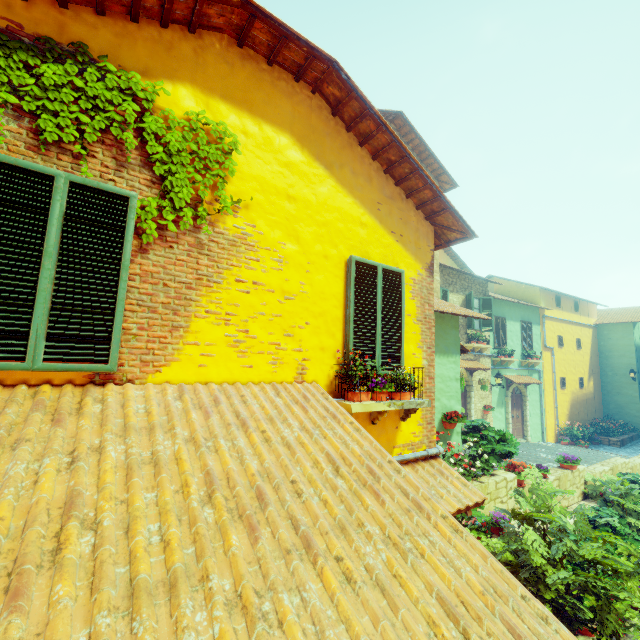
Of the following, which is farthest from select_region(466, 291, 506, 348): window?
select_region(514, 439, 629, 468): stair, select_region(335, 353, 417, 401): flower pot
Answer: select_region(335, 353, 417, 401): flower pot

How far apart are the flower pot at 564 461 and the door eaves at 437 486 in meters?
6.7

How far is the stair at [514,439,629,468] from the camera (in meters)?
11.14

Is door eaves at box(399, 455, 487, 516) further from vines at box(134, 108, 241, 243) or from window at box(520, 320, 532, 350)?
window at box(520, 320, 532, 350)

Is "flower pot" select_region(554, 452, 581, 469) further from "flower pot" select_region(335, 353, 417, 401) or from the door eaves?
"flower pot" select_region(335, 353, 417, 401)

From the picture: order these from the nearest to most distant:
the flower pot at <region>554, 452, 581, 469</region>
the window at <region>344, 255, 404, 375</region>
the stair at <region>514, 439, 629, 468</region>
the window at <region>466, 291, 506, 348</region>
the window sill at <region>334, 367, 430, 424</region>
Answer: the window sill at <region>334, 367, 430, 424</region>, the window at <region>344, 255, 404, 375</region>, the flower pot at <region>554, 452, 581, 469</region>, the stair at <region>514, 439, 629, 468</region>, the window at <region>466, 291, 506, 348</region>

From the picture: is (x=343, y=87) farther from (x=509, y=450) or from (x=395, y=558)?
(x=509, y=450)

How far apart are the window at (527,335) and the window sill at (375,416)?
15.9m
